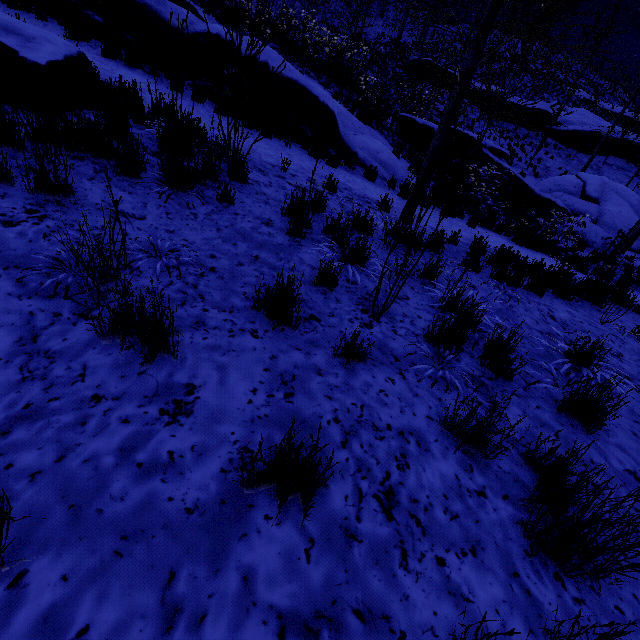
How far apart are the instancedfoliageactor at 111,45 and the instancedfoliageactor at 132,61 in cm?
27

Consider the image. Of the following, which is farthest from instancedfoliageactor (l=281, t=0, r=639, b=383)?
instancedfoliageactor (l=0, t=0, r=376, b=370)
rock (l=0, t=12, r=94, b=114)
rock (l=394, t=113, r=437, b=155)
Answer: rock (l=0, t=12, r=94, b=114)

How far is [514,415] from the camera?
2.42m

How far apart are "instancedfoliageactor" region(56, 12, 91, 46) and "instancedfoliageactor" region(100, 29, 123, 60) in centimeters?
68cm

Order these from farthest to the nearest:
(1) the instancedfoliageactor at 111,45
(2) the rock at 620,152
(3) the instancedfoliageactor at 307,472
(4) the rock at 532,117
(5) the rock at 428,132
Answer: (2) the rock at 620,152 < (4) the rock at 532,117 < (5) the rock at 428,132 < (1) the instancedfoliageactor at 111,45 < (3) the instancedfoliageactor at 307,472

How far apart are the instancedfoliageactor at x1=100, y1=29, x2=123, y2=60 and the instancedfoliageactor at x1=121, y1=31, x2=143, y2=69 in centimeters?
27cm

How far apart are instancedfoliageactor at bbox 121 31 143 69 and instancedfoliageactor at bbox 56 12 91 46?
1.22m

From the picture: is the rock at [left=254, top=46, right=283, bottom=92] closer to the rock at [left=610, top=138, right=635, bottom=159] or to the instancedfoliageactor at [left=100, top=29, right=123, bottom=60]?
the instancedfoliageactor at [left=100, top=29, right=123, bottom=60]
